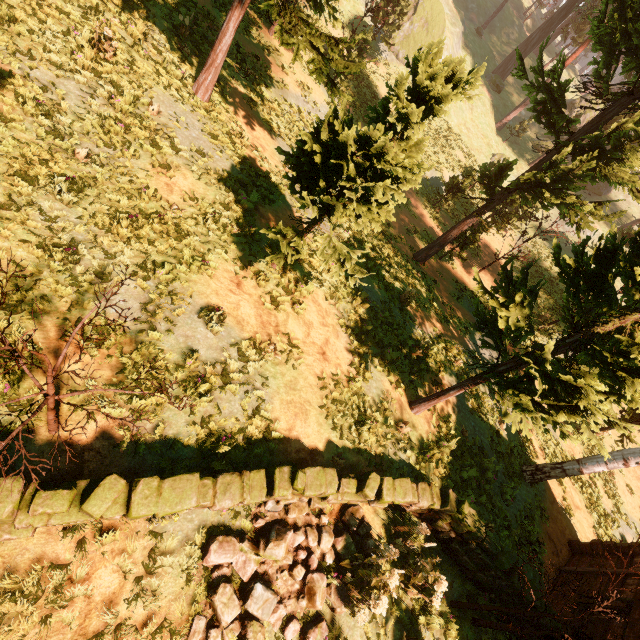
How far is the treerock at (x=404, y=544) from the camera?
5.52m

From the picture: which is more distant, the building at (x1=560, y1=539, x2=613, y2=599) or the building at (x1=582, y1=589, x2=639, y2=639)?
the building at (x1=560, y1=539, x2=613, y2=599)

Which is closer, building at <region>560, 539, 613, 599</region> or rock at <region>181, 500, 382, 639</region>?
rock at <region>181, 500, 382, 639</region>

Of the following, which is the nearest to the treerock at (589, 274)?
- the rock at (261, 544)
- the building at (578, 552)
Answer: the building at (578, 552)

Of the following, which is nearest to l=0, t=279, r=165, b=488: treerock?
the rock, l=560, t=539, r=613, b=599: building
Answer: l=560, t=539, r=613, b=599: building

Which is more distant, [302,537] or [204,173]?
[204,173]

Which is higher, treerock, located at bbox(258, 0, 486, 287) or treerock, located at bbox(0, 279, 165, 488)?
treerock, located at bbox(258, 0, 486, 287)

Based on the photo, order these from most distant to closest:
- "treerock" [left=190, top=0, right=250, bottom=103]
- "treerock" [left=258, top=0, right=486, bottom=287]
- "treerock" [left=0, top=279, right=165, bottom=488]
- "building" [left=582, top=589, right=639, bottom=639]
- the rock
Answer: "treerock" [left=190, top=0, right=250, bottom=103] < "building" [left=582, top=589, right=639, bottom=639] < "treerock" [left=258, top=0, right=486, bottom=287] < the rock < "treerock" [left=0, top=279, right=165, bottom=488]
